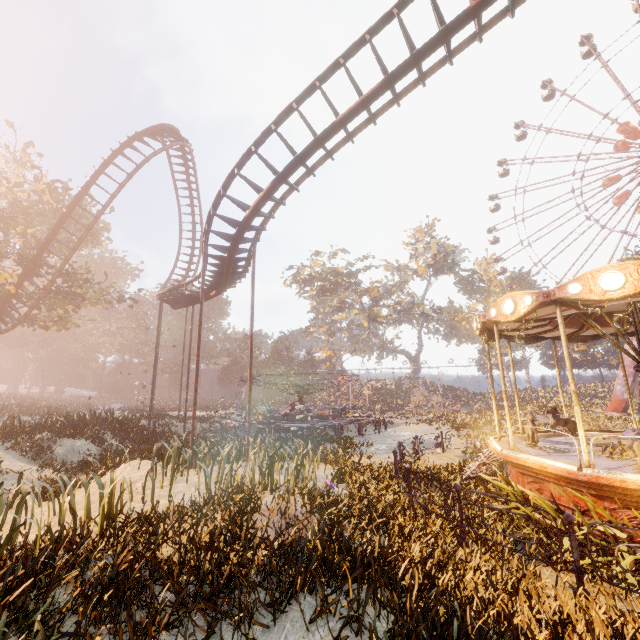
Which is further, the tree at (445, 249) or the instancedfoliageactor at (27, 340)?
the tree at (445, 249)

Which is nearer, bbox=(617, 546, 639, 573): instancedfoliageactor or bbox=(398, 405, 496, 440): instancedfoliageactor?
bbox=(617, 546, 639, 573): instancedfoliageactor

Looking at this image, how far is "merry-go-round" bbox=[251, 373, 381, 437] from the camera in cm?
2052

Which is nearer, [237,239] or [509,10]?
[509,10]

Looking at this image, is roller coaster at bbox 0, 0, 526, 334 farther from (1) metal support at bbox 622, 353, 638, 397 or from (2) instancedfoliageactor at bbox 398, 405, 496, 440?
(1) metal support at bbox 622, 353, 638, 397

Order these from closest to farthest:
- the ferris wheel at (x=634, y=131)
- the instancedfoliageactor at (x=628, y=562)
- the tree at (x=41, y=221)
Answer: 1. the instancedfoliageactor at (x=628, y=562)
2. the tree at (x=41, y=221)
3. the ferris wheel at (x=634, y=131)

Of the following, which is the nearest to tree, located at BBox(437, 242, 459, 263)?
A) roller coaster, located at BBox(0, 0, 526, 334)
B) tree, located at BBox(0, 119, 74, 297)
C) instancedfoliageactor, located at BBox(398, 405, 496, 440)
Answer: instancedfoliageactor, located at BBox(398, 405, 496, 440)

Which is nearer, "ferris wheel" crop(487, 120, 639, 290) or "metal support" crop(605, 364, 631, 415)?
"metal support" crop(605, 364, 631, 415)
